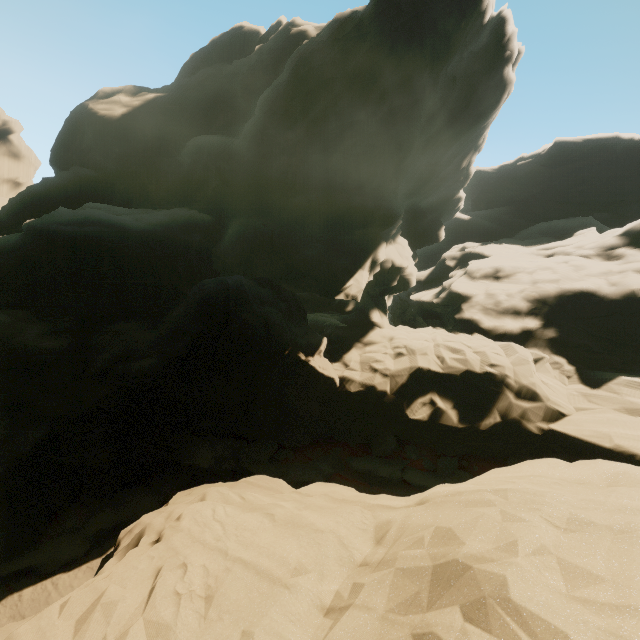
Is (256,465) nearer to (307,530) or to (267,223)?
(307,530)
